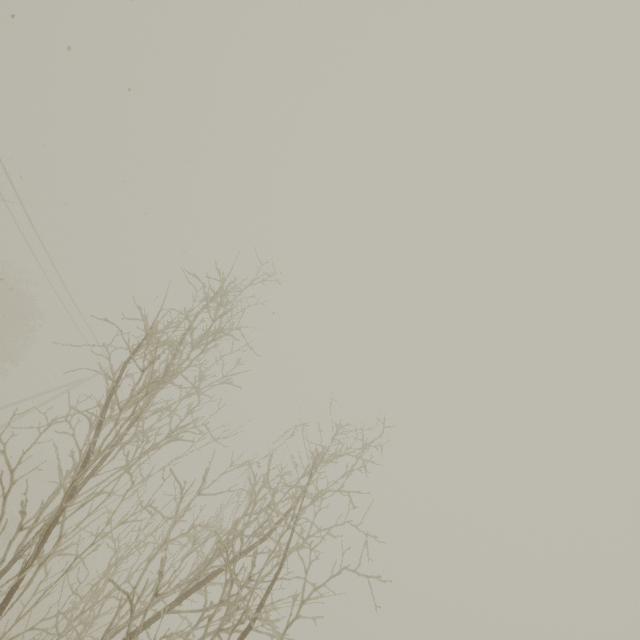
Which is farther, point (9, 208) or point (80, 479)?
point (9, 208)
